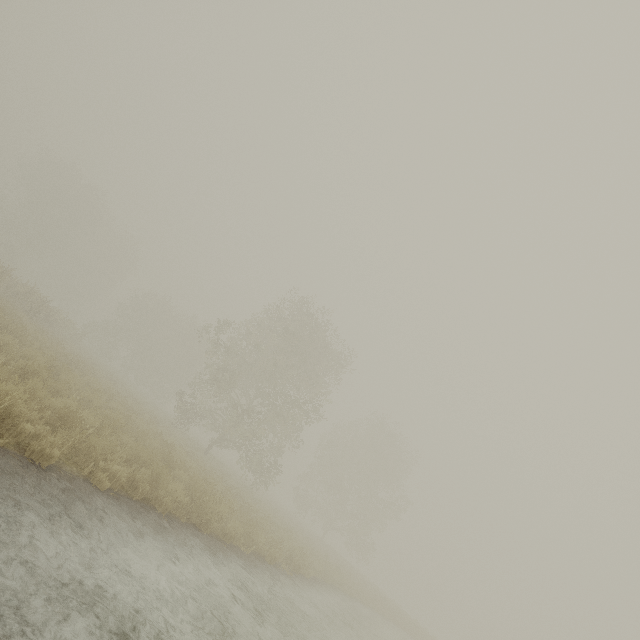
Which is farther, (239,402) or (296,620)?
(239,402)
